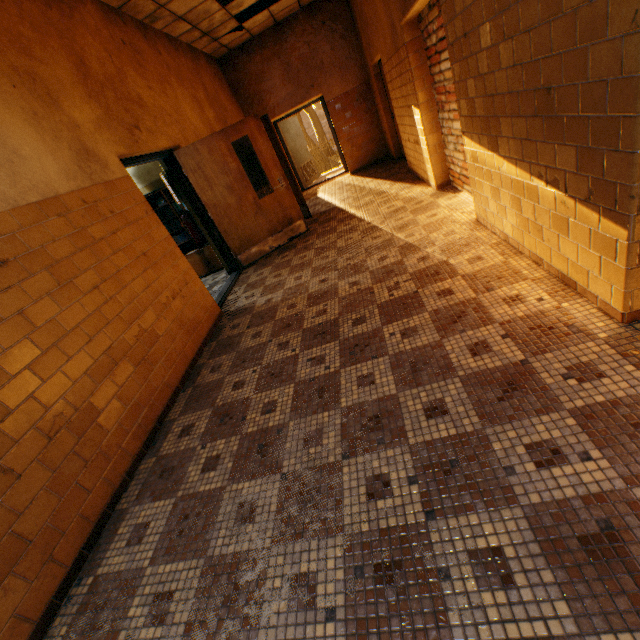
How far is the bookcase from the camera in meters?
6.1 m

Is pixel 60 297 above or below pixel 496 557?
above

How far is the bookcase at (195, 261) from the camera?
6.12m
